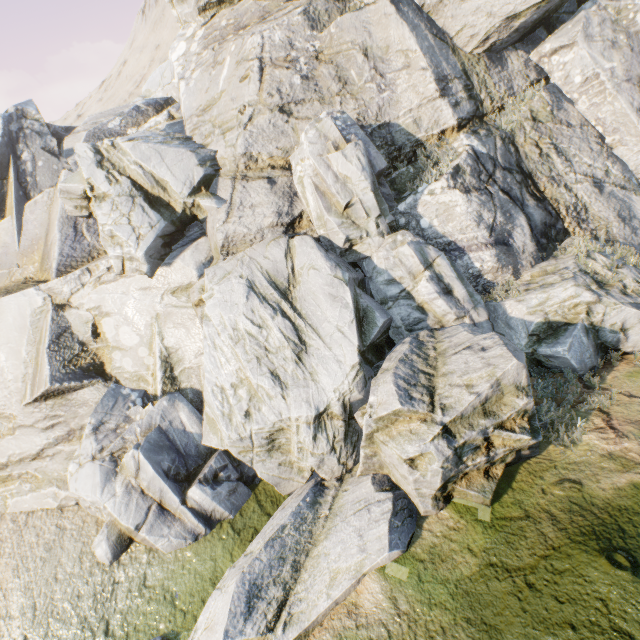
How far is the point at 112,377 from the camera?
10.2 meters
